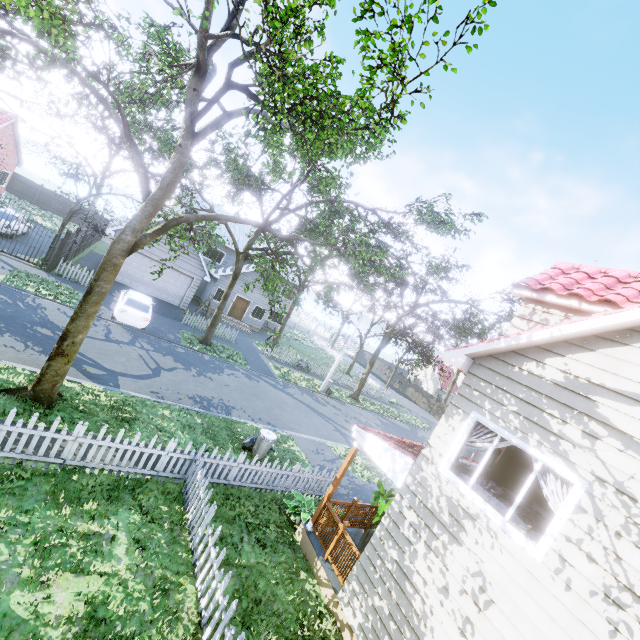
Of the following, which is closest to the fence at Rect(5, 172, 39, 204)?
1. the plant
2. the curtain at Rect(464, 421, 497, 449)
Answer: the plant

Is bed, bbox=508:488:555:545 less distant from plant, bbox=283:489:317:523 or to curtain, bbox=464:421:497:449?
curtain, bbox=464:421:497:449

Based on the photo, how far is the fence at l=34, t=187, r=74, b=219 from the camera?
34.22m

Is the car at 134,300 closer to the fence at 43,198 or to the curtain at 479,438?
the fence at 43,198

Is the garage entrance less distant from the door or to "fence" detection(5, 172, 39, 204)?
"fence" detection(5, 172, 39, 204)

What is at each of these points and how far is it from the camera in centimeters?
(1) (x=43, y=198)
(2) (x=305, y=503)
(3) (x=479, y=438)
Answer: (1) fence, 3431cm
(2) plant, 935cm
(3) curtain, 621cm

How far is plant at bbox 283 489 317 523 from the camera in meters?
8.9 m

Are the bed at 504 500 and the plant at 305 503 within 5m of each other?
yes
